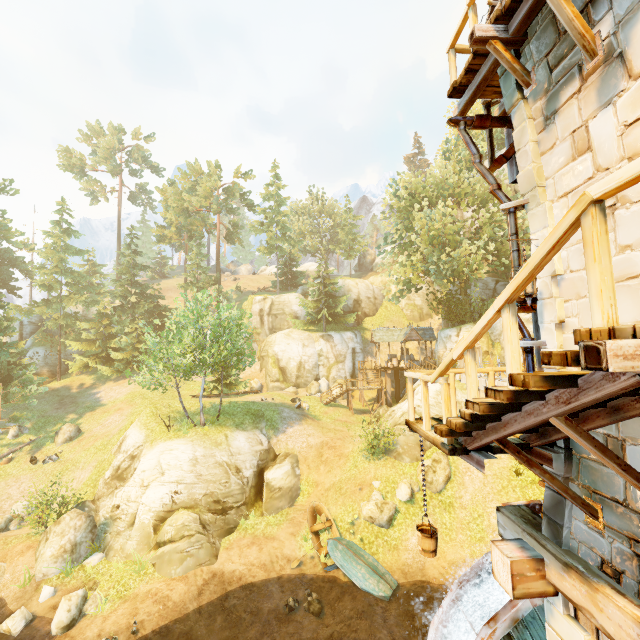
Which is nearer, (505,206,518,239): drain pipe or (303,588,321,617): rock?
(505,206,518,239): drain pipe

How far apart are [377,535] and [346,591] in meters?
3.2 m

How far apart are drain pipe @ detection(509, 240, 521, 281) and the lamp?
0.2m

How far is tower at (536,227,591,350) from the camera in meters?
4.2 m

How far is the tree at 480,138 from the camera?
29.1m

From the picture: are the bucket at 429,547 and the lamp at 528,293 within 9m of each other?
yes

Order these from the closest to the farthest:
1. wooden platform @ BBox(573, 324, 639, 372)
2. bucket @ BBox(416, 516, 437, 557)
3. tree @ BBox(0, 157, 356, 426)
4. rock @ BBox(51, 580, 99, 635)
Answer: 1. wooden platform @ BBox(573, 324, 639, 372)
2. bucket @ BBox(416, 516, 437, 557)
3. rock @ BBox(51, 580, 99, 635)
4. tree @ BBox(0, 157, 356, 426)

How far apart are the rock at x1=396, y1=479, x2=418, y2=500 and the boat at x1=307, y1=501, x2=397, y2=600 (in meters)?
3.38
